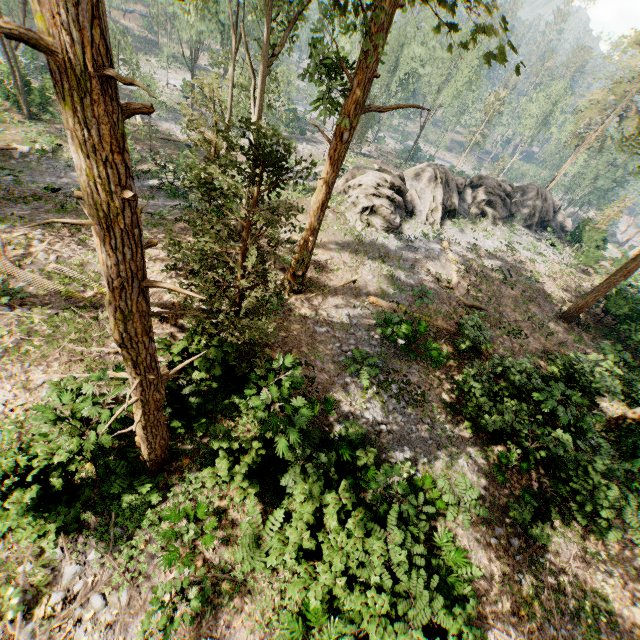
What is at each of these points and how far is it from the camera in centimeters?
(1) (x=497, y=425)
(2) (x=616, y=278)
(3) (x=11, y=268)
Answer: (1) foliage, 1147cm
(2) foliage, 1970cm
(3) foliage, 1098cm

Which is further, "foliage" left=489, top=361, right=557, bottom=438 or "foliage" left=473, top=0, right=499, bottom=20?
"foliage" left=489, top=361, right=557, bottom=438

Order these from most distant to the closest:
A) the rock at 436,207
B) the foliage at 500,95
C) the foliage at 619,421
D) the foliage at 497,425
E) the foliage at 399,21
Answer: the foliage at 500,95 < the rock at 436,207 < the foliage at 619,421 < the foliage at 497,425 < the foliage at 399,21

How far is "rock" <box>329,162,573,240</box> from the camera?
22.2 meters

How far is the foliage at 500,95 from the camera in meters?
54.9 m

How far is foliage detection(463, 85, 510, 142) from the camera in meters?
54.9
